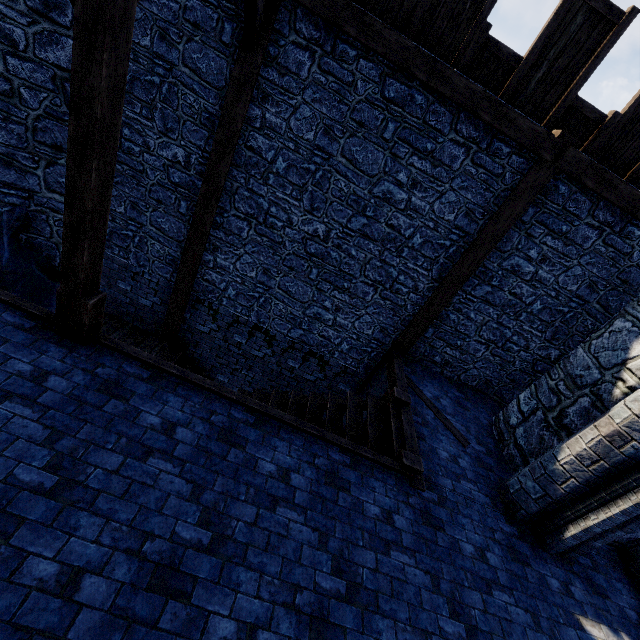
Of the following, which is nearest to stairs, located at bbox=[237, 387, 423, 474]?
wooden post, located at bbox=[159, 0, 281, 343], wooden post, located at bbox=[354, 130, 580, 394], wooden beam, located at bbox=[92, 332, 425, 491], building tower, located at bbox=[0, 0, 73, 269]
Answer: wooden beam, located at bbox=[92, 332, 425, 491]

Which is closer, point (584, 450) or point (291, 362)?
point (584, 450)

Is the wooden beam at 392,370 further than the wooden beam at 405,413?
Yes

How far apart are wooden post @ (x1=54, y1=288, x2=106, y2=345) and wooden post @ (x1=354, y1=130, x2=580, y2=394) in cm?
551

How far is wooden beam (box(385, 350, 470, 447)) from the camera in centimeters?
629cm

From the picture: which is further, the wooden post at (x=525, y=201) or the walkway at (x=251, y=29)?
the wooden post at (x=525, y=201)

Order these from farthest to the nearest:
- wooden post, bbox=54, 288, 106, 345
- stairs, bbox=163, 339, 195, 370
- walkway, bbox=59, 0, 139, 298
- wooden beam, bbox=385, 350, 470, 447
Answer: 1. stairs, bbox=163, 339, 195, 370
2. wooden beam, bbox=385, 350, 470, 447
3. wooden post, bbox=54, 288, 106, 345
4. walkway, bbox=59, 0, 139, 298

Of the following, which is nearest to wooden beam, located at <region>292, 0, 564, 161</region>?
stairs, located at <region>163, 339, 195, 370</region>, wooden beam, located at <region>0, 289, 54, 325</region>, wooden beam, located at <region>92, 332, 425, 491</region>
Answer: wooden beam, located at <region>92, 332, 425, 491</region>
